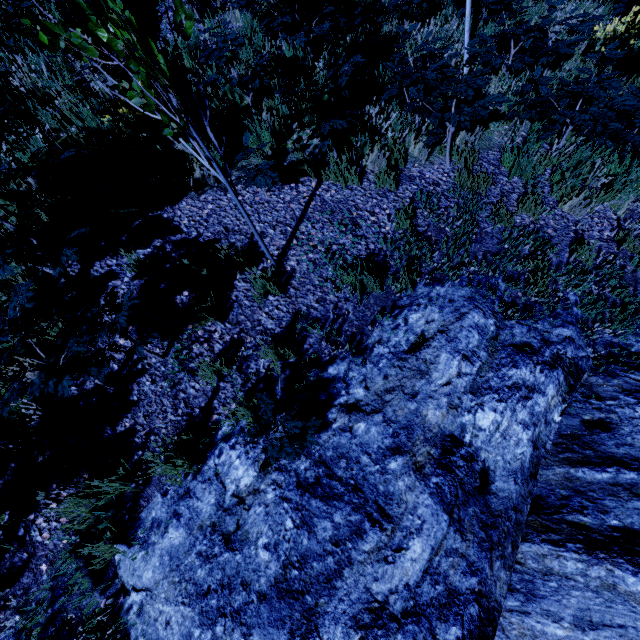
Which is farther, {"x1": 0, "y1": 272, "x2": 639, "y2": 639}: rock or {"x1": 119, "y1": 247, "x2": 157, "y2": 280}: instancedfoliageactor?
{"x1": 119, "y1": 247, "x2": 157, "y2": 280}: instancedfoliageactor

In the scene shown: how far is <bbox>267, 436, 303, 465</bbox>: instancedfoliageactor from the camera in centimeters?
250cm

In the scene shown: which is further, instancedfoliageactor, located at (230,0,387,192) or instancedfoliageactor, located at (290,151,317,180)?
instancedfoliageactor, located at (290,151,317,180)

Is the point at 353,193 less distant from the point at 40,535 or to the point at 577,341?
the point at 577,341

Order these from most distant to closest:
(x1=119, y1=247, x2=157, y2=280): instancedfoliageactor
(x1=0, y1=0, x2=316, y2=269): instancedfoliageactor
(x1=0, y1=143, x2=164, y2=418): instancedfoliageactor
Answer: (x1=119, y1=247, x2=157, y2=280): instancedfoliageactor → (x1=0, y1=143, x2=164, y2=418): instancedfoliageactor → (x1=0, y1=0, x2=316, y2=269): instancedfoliageactor

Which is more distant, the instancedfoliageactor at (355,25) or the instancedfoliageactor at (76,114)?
the instancedfoliageactor at (355,25)

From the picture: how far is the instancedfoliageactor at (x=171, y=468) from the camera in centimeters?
257cm
